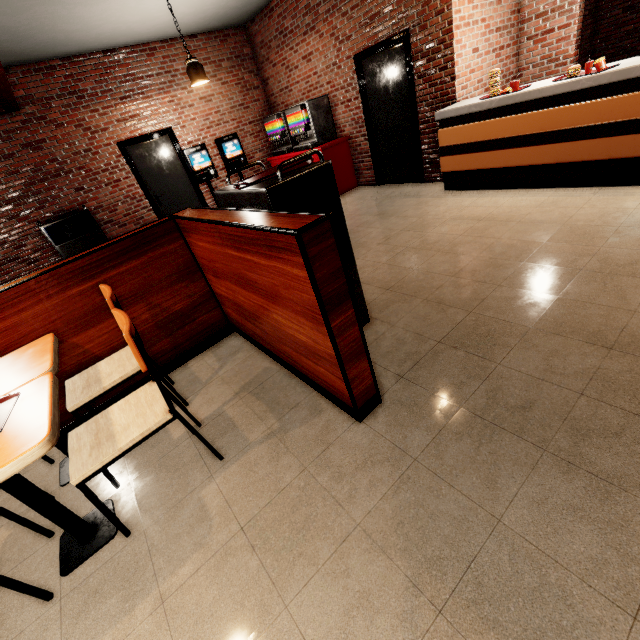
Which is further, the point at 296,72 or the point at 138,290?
the point at 296,72
